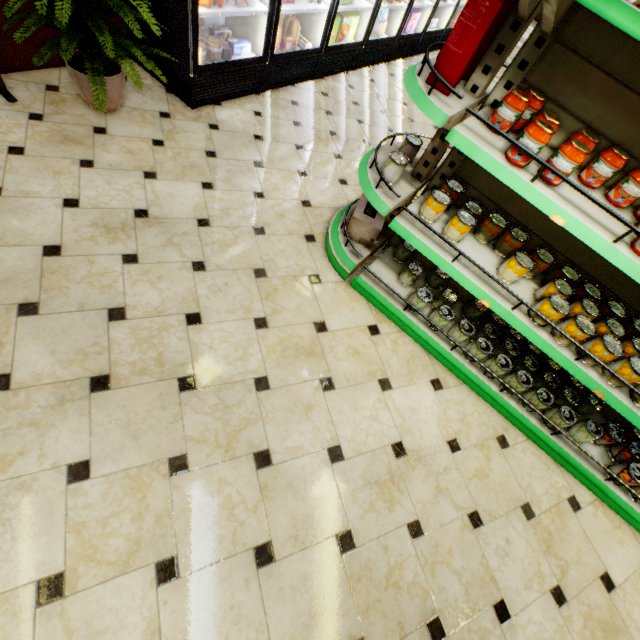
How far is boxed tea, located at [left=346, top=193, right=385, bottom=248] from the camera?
2.6m

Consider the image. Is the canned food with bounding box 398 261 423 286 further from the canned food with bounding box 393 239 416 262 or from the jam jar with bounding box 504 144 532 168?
the jam jar with bounding box 504 144 532 168

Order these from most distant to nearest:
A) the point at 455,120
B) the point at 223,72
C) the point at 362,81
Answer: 1. the point at 362,81
2. the point at 223,72
3. the point at 455,120

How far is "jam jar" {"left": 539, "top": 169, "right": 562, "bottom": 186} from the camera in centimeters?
155cm

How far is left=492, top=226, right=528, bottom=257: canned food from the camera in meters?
2.1 m

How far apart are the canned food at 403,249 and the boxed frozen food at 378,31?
4.45m

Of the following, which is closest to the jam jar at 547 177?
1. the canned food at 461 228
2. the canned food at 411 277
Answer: the canned food at 461 228

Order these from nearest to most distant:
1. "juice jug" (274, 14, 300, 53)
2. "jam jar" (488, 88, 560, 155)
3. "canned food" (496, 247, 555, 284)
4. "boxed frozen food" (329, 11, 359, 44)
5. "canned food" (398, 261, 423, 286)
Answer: "jam jar" (488, 88, 560, 155) < "canned food" (496, 247, 555, 284) < "canned food" (398, 261, 423, 286) < "juice jug" (274, 14, 300, 53) < "boxed frozen food" (329, 11, 359, 44)
